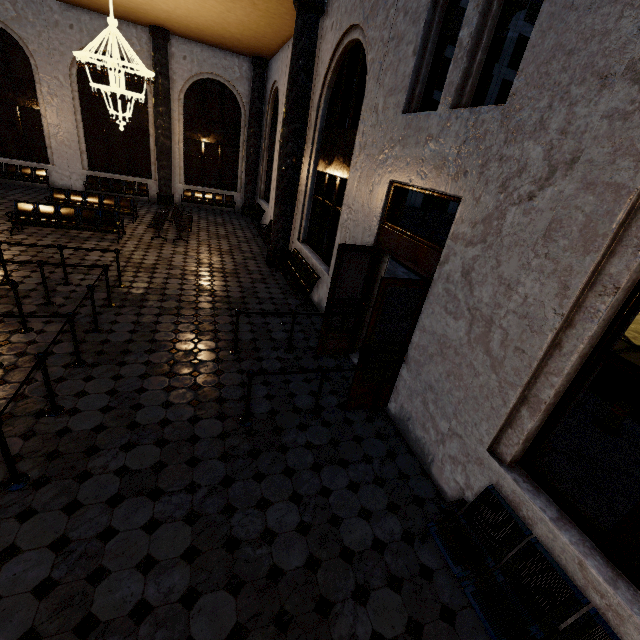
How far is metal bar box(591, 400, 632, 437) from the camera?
5.5 meters

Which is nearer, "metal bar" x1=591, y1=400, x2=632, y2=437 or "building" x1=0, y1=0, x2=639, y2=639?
"building" x1=0, y1=0, x2=639, y2=639

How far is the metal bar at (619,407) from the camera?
5.51m

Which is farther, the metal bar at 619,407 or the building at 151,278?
the metal bar at 619,407

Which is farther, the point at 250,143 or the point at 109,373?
the point at 250,143
